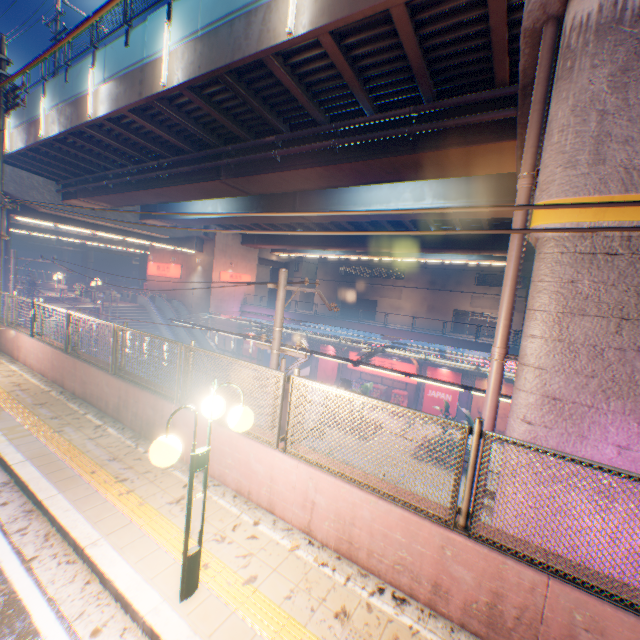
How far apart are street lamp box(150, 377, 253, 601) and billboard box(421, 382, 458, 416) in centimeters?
2429cm

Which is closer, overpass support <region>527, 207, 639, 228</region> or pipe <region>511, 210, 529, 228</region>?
overpass support <region>527, 207, 639, 228</region>

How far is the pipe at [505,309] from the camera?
4.9m

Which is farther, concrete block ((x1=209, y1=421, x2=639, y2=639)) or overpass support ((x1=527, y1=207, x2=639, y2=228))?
overpass support ((x1=527, y1=207, x2=639, y2=228))

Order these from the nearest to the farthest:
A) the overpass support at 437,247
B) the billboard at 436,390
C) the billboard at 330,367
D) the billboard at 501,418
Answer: the billboard at 501,418 < the overpass support at 437,247 < the billboard at 436,390 < the billboard at 330,367

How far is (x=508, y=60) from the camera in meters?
7.5

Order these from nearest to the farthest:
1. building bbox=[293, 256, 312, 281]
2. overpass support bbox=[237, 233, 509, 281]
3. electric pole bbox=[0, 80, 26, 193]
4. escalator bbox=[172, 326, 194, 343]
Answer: electric pole bbox=[0, 80, 26, 193] → overpass support bbox=[237, 233, 509, 281] → escalator bbox=[172, 326, 194, 343] → building bbox=[293, 256, 312, 281]

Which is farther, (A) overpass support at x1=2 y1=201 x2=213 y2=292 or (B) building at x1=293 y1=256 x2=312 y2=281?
(B) building at x1=293 y1=256 x2=312 y2=281
